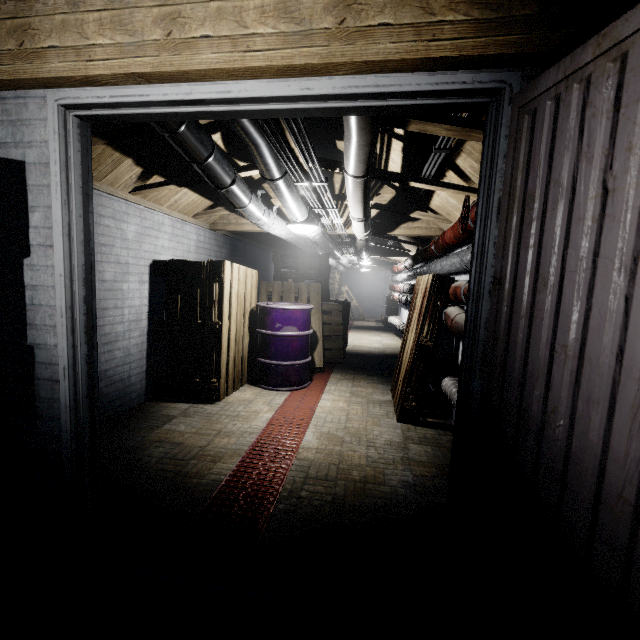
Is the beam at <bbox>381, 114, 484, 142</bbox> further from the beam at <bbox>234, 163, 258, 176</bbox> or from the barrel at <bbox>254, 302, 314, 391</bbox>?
the barrel at <bbox>254, 302, 314, 391</bbox>

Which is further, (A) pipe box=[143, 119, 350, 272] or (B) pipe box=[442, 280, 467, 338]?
(B) pipe box=[442, 280, 467, 338]

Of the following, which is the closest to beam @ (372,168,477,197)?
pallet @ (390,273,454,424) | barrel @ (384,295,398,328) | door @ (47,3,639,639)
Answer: pallet @ (390,273,454,424)

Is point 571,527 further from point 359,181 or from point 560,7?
point 359,181

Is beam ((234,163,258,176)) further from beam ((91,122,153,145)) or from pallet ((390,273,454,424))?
pallet ((390,273,454,424))

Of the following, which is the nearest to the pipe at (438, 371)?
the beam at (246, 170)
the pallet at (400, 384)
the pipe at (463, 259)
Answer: the pallet at (400, 384)

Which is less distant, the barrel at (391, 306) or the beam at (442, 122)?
the beam at (442, 122)

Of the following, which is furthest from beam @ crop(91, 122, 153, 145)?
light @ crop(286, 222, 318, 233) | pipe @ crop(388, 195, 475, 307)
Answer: pipe @ crop(388, 195, 475, 307)
